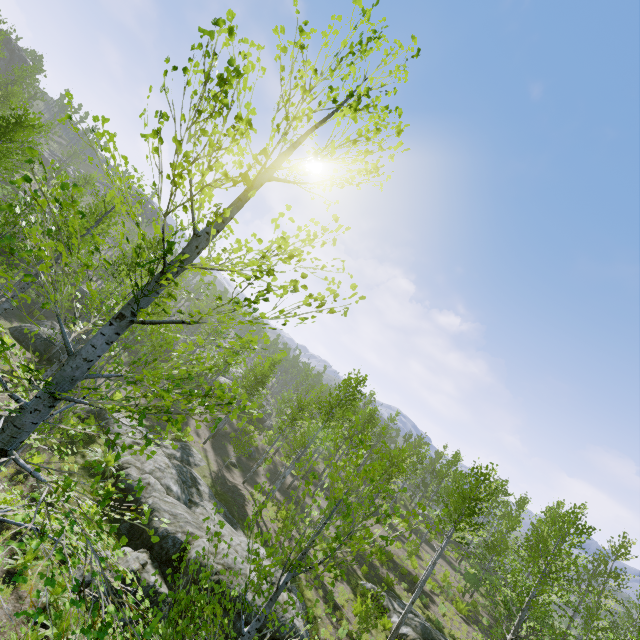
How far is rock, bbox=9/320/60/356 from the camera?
19.4 meters

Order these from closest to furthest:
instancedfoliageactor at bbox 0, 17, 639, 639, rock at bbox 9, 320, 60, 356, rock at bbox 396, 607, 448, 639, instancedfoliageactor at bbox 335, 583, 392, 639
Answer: instancedfoliageactor at bbox 0, 17, 639, 639 < instancedfoliageactor at bbox 335, 583, 392, 639 < rock at bbox 396, 607, 448, 639 < rock at bbox 9, 320, 60, 356

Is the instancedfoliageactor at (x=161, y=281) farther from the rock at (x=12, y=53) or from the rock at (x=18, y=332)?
the rock at (x=12, y=53)

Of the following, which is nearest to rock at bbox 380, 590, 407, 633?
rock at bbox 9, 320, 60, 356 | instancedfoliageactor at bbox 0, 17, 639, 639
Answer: instancedfoliageactor at bbox 0, 17, 639, 639

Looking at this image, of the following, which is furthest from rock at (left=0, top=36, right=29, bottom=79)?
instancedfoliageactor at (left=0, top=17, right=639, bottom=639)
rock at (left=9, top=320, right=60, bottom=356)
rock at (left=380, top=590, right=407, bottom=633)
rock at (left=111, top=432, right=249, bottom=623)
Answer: rock at (left=380, top=590, right=407, bottom=633)

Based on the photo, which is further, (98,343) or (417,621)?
(417,621)

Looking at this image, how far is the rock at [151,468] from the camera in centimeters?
972cm
